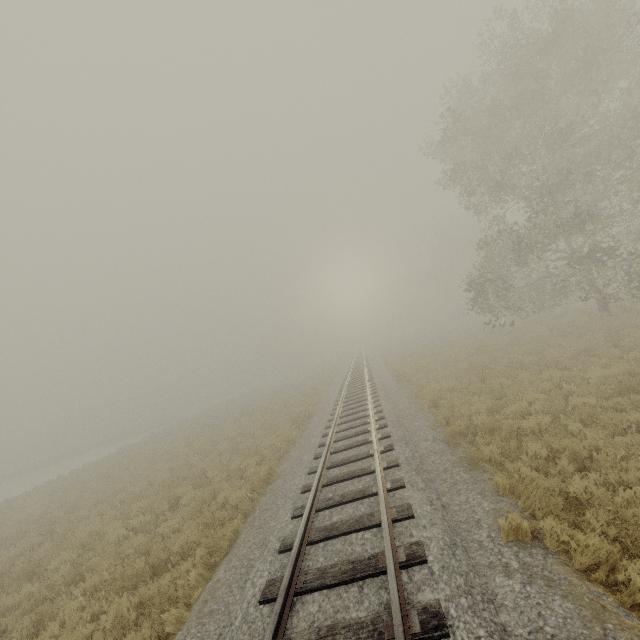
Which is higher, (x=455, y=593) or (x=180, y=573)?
(x=455, y=593)
